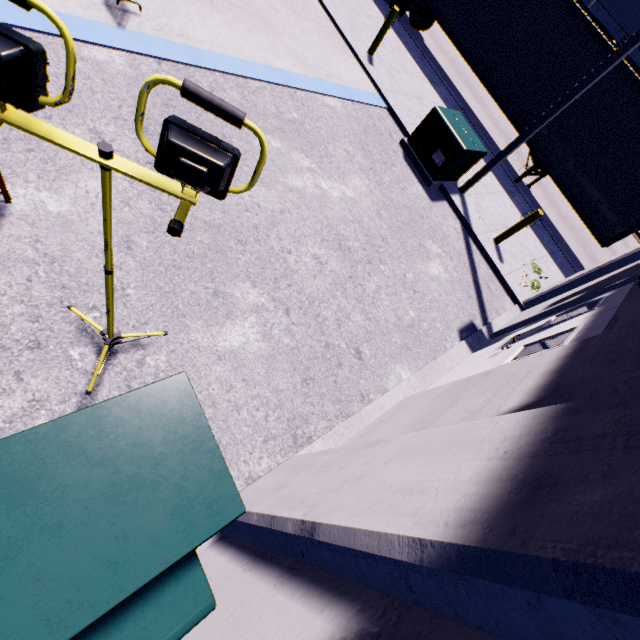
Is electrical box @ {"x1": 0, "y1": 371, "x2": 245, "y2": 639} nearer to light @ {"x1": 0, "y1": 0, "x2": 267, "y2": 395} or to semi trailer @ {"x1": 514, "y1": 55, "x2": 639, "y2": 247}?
light @ {"x1": 0, "y1": 0, "x2": 267, "y2": 395}

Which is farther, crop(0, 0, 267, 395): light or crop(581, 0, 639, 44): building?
crop(581, 0, 639, 44): building

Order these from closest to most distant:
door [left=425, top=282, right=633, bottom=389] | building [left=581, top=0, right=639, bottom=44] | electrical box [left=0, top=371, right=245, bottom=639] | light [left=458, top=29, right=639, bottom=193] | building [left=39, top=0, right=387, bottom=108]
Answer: electrical box [left=0, top=371, right=245, bottom=639] → door [left=425, top=282, right=633, bottom=389] → building [left=39, top=0, right=387, bottom=108] → light [left=458, top=29, right=639, bottom=193] → building [left=581, top=0, right=639, bottom=44]

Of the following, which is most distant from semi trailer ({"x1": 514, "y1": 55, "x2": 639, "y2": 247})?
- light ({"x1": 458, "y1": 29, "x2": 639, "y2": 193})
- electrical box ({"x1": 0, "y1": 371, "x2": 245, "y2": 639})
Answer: electrical box ({"x1": 0, "y1": 371, "x2": 245, "y2": 639})

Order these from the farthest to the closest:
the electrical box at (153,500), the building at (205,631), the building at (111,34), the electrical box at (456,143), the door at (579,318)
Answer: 1. the electrical box at (456,143)
2. the building at (111,34)
3. the door at (579,318)
4. the electrical box at (153,500)
5. the building at (205,631)

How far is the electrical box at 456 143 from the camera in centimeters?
763cm

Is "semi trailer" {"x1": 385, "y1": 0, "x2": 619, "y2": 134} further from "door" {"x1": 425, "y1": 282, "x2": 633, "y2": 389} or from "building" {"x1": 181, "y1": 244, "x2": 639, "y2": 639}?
"door" {"x1": 425, "y1": 282, "x2": 633, "y2": 389}

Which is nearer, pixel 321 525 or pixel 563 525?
pixel 563 525
